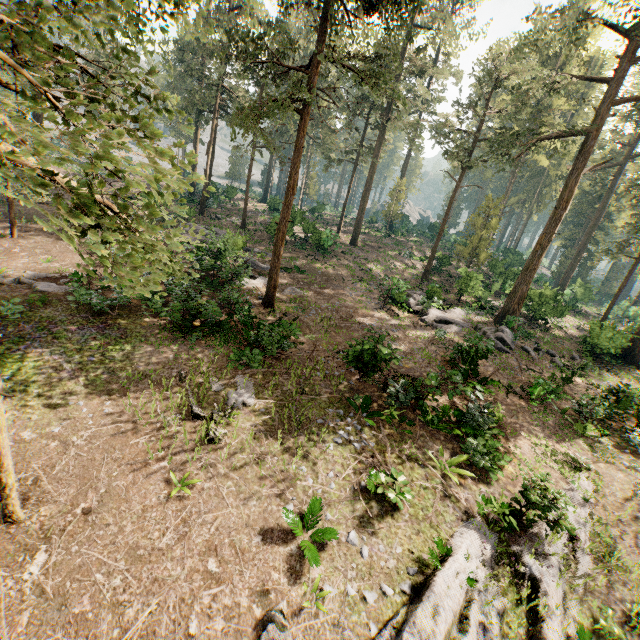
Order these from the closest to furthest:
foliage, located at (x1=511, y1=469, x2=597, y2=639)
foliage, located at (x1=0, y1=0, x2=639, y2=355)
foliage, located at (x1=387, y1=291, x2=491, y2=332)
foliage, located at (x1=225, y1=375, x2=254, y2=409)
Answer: foliage, located at (x1=0, y1=0, x2=639, y2=355)
foliage, located at (x1=511, y1=469, x2=597, y2=639)
foliage, located at (x1=225, y1=375, x2=254, y2=409)
foliage, located at (x1=387, y1=291, x2=491, y2=332)

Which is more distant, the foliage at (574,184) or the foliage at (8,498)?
the foliage at (8,498)

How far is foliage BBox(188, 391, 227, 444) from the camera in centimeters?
992cm

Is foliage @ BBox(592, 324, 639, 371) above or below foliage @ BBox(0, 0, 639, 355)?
below

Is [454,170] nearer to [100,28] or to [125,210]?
[100,28]

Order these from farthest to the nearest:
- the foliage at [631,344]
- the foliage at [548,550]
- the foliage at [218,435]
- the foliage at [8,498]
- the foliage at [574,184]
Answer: the foliage at [631,344], the foliage at [218,435], the foliage at [548,550], the foliage at [8,498], the foliage at [574,184]

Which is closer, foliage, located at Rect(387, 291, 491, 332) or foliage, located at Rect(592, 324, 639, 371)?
foliage, located at Rect(387, 291, 491, 332)
